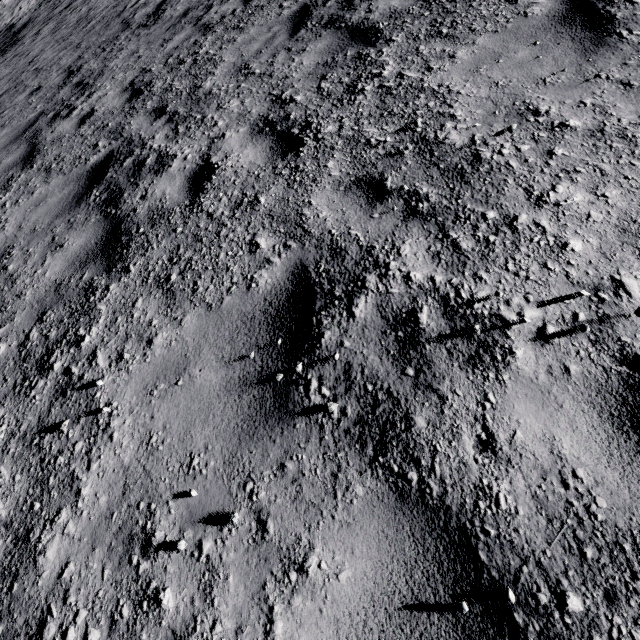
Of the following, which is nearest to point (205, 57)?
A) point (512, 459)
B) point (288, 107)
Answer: point (288, 107)
